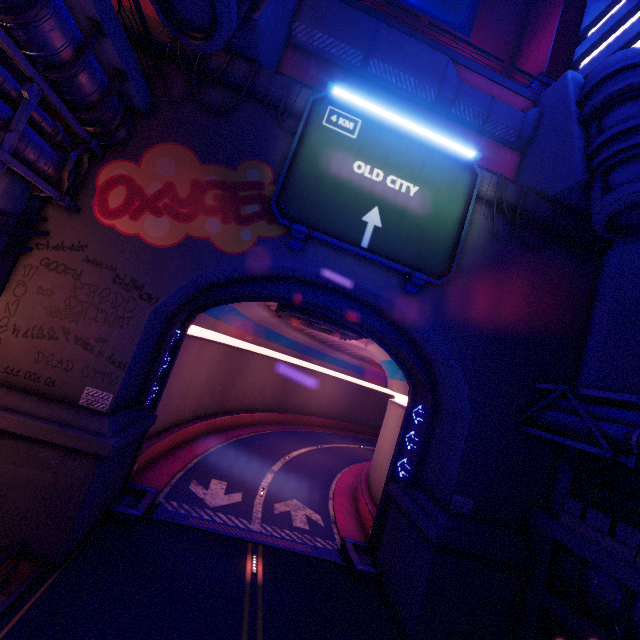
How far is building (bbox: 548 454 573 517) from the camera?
13.2 meters

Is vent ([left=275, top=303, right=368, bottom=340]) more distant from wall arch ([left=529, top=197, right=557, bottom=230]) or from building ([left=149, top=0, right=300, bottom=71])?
building ([left=149, top=0, right=300, bottom=71])

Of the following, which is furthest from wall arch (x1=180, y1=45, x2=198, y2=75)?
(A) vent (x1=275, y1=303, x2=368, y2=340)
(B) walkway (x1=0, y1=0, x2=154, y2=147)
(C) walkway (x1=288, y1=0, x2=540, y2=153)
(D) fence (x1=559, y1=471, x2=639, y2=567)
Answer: (C) walkway (x1=288, y1=0, x2=540, y2=153)

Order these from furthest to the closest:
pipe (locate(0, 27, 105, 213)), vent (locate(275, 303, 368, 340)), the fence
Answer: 1. vent (locate(275, 303, 368, 340))
2. the fence
3. pipe (locate(0, 27, 105, 213))

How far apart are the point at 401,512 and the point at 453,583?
3.2 meters

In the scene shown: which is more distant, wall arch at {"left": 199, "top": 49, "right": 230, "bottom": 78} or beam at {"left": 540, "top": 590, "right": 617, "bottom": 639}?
wall arch at {"left": 199, "top": 49, "right": 230, "bottom": 78}

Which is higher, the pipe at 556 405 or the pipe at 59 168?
the pipe at 59 168

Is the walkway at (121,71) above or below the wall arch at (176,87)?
below
